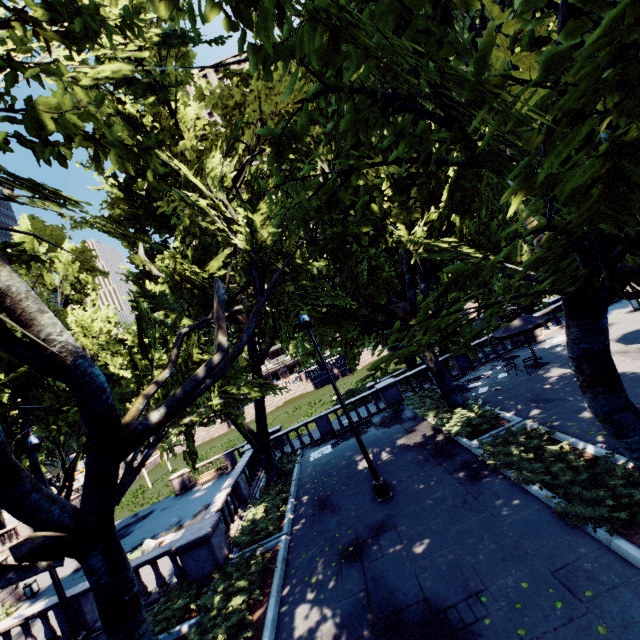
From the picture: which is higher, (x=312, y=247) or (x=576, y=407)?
(x=312, y=247)

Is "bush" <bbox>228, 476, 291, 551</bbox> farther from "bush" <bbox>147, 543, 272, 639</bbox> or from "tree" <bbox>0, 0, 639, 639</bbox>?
"tree" <bbox>0, 0, 639, 639</bbox>

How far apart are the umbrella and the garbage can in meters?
34.1

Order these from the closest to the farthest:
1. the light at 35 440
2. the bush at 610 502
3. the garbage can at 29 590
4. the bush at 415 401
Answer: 1. the bush at 610 502
2. the light at 35 440
3. the bush at 415 401
4. the garbage can at 29 590

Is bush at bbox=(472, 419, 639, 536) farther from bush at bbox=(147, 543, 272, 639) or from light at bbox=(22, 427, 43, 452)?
light at bbox=(22, 427, 43, 452)

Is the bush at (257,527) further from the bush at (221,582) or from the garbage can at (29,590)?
the garbage can at (29,590)

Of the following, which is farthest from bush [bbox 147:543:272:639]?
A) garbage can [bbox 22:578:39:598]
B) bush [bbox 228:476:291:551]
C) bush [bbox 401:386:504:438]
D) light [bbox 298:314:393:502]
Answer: garbage can [bbox 22:578:39:598]

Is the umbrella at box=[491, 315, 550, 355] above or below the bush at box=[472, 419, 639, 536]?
above
